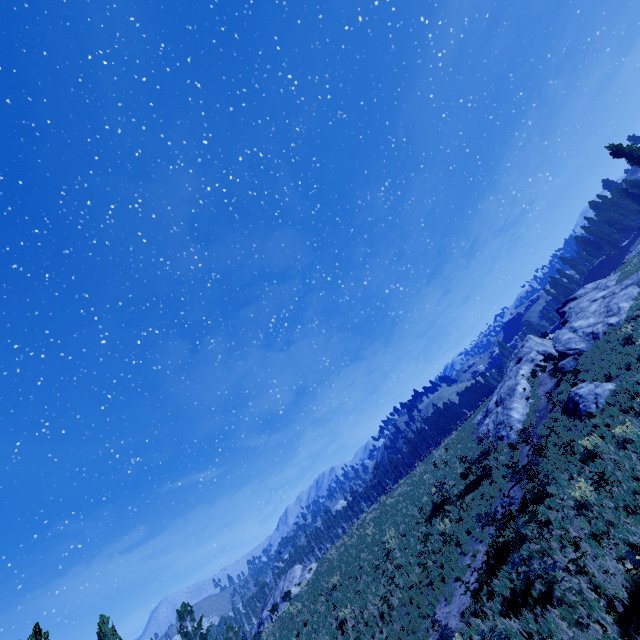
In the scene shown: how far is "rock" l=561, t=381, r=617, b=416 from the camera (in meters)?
16.66

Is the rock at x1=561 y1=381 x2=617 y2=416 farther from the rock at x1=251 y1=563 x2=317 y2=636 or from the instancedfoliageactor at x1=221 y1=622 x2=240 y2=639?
the rock at x1=251 y1=563 x2=317 y2=636

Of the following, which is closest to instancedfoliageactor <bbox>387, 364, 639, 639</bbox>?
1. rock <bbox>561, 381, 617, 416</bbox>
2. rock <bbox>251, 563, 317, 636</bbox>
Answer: rock <bbox>251, 563, 317, 636</bbox>

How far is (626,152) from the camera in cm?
3784

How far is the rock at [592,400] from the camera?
16.7m

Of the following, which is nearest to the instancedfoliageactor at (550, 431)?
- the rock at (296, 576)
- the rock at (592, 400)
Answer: the rock at (296, 576)
